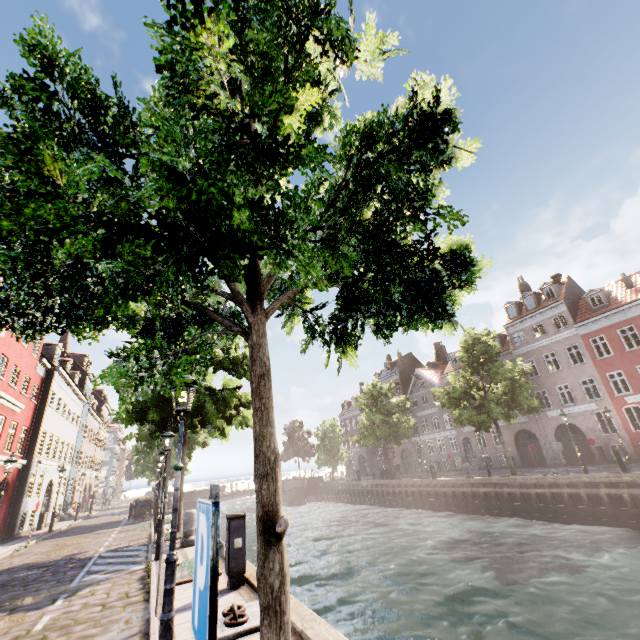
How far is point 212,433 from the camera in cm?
1708

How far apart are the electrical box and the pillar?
5.7 meters

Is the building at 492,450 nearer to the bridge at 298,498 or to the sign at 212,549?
the bridge at 298,498

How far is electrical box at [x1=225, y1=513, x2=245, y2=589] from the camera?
6.5 meters

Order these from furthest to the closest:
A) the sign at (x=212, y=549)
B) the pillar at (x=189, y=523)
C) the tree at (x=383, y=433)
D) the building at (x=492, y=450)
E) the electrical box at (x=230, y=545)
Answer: the tree at (x=383, y=433), the building at (x=492, y=450), the pillar at (x=189, y=523), the electrical box at (x=230, y=545), the sign at (x=212, y=549)

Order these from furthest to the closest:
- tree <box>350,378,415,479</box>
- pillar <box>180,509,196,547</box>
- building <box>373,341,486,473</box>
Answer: building <box>373,341,486,473</box> → tree <box>350,378,415,479</box> → pillar <box>180,509,196,547</box>

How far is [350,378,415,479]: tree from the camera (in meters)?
33.98

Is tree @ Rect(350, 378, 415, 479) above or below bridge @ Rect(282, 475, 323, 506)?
above
